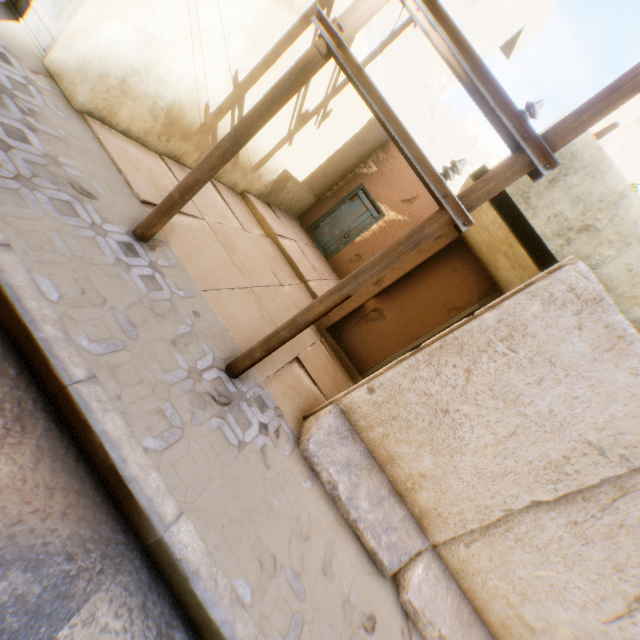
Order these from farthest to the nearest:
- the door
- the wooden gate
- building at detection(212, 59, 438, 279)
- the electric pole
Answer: the door < building at detection(212, 59, 438, 279) < the wooden gate < the electric pole

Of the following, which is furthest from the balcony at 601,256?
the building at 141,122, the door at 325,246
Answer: the door at 325,246

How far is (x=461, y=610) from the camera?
3.7 meters

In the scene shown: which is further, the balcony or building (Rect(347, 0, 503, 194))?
building (Rect(347, 0, 503, 194))

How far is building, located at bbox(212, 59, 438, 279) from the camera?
6.59m

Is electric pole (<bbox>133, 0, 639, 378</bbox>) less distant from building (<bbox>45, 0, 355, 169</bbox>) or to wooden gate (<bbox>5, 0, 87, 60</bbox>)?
building (<bbox>45, 0, 355, 169</bbox>)

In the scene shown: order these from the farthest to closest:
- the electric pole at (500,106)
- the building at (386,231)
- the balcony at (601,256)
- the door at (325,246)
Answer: the door at (325,246) < the building at (386,231) < the balcony at (601,256) < the electric pole at (500,106)

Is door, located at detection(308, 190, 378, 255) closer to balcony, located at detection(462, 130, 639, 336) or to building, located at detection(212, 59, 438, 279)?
building, located at detection(212, 59, 438, 279)
